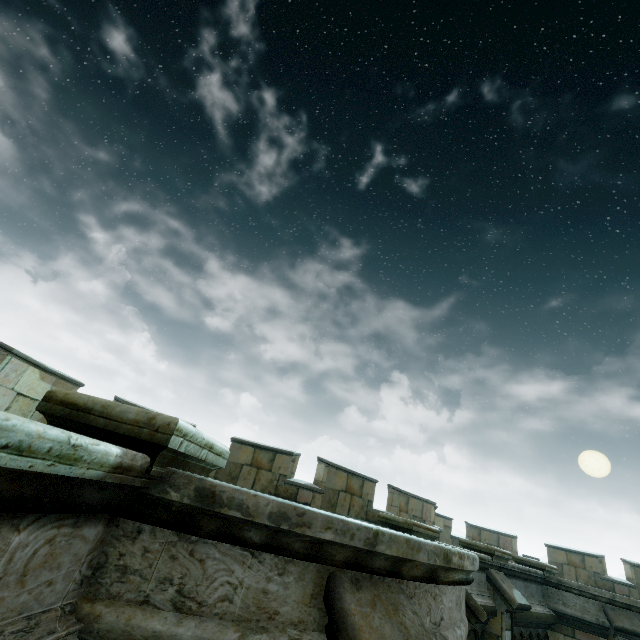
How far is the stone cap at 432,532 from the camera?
6.4m

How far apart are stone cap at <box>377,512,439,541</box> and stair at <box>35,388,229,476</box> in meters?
5.4 m

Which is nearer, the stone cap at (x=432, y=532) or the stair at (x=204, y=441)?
the stair at (x=204, y=441)

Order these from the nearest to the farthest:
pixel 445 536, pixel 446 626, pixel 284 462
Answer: pixel 446 626 < pixel 284 462 < pixel 445 536

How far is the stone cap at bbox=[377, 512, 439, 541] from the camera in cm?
643

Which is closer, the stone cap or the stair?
Result: the stair

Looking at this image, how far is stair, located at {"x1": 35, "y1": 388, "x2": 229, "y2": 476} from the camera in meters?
1.8 m
